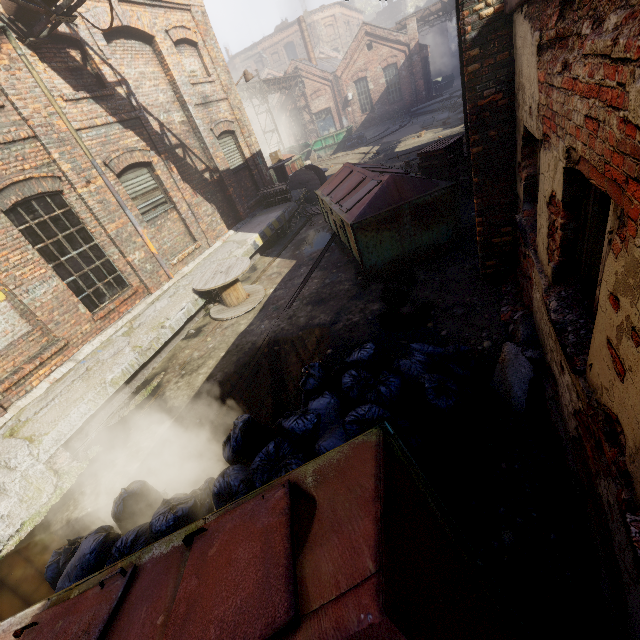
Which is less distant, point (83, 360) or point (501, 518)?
point (501, 518)

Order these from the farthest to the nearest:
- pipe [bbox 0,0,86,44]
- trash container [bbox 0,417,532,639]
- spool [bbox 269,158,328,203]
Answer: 1. spool [bbox 269,158,328,203]
2. pipe [bbox 0,0,86,44]
3. trash container [bbox 0,417,532,639]

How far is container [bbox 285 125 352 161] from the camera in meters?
25.8 m

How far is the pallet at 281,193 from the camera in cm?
1266

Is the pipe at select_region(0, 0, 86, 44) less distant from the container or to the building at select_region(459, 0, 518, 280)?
the building at select_region(459, 0, 518, 280)

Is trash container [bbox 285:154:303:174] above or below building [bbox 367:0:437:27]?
below

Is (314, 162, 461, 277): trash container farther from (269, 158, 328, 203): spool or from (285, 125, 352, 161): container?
(285, 125, 352, 161): container

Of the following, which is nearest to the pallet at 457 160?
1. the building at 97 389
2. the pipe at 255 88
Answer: the building at 97 389
